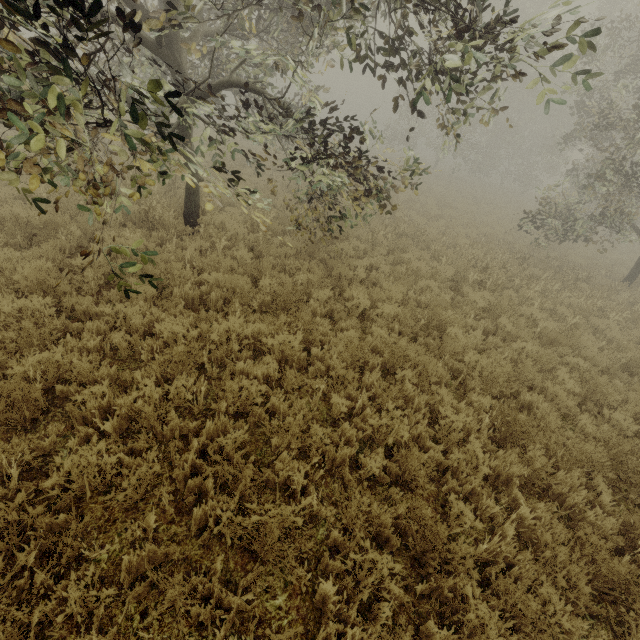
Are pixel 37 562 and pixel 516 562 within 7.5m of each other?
yes
